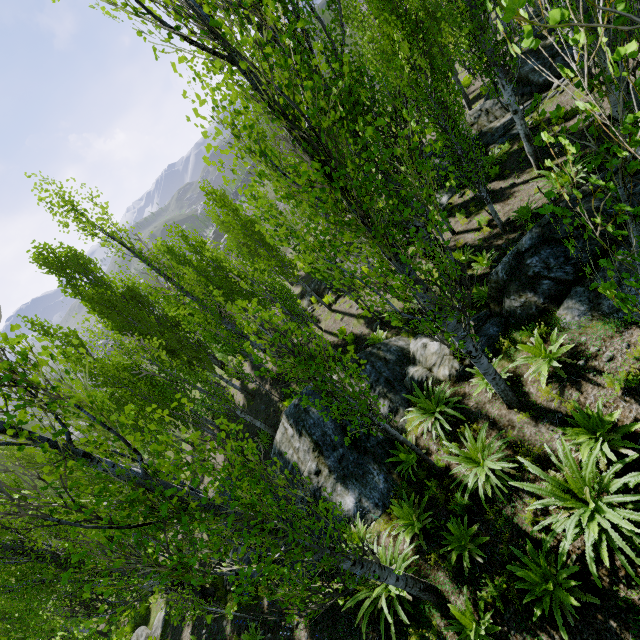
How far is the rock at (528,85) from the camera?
13.6m

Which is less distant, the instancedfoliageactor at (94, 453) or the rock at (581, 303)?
the instancedfoliageactor at (94, 453)

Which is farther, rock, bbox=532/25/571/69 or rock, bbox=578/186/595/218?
rock, bbox=532/25/571/69

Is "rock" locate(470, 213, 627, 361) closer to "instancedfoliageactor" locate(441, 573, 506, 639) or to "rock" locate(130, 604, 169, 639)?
"instancedfoliageactor" locate(441, 573, 506, 639)

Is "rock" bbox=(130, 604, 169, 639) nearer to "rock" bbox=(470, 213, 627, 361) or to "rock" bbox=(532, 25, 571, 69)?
"rock" bbox=(470, 213, 627, 361)

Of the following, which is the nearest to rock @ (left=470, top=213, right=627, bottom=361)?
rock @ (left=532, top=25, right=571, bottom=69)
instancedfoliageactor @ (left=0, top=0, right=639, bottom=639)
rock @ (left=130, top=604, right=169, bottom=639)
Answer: instancedfoliageactor @ (left=0, top=0, right=639, bottom=639)

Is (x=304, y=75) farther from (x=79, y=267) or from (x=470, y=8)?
(x=79, y=267)

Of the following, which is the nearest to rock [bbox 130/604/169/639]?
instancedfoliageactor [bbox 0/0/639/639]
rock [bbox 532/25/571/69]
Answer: instancedfoliageactor [bbox 0/0/639/639]
